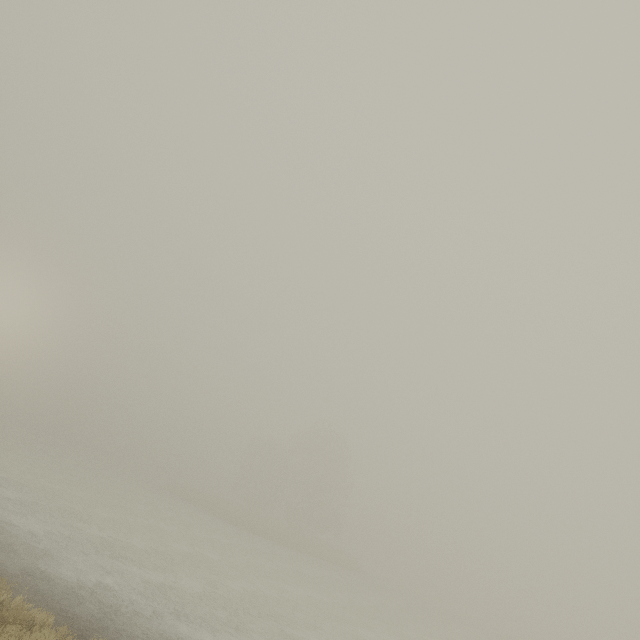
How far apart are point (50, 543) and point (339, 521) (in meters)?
44.53
